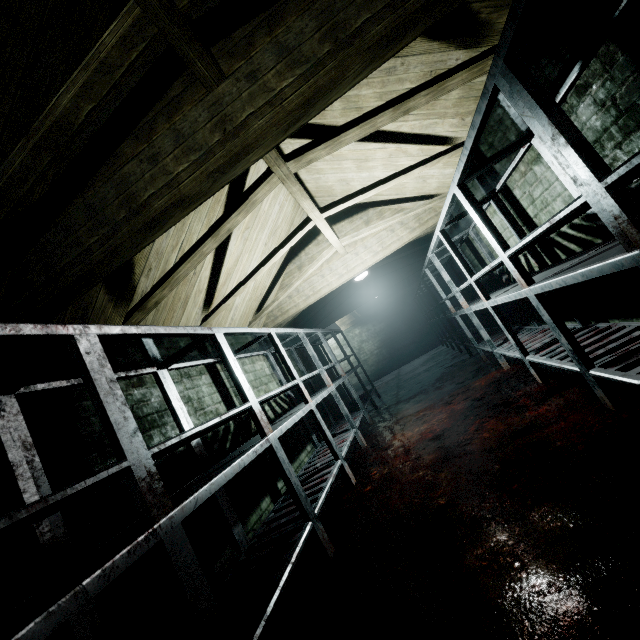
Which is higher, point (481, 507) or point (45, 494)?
point (45, 494)

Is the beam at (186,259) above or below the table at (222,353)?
above

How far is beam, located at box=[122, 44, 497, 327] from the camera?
1.9 meters

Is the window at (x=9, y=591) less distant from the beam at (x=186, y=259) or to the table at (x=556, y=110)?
the table at (x=556, y=110)

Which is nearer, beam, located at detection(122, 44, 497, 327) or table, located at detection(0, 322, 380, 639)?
table, located at detection(0, 322, 380, 639)

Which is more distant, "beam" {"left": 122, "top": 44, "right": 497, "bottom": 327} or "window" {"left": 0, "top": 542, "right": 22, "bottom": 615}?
"beam" {"left": 122, "top": 44, "right": 497, "bottom": 327}

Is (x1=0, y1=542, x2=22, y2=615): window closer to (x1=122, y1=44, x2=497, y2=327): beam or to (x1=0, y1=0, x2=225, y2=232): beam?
(x1=0, y1=0, x2=225, y2=232): beam

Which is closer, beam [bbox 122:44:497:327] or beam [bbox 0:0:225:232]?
beam [bbox 0:0:225:232]
